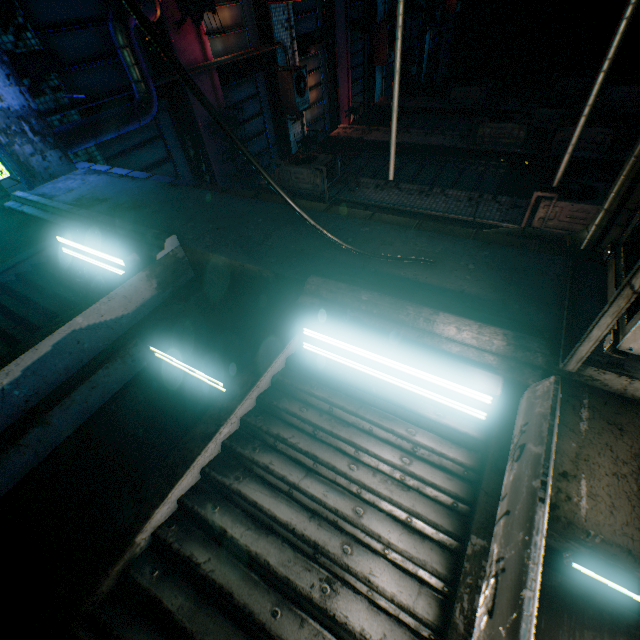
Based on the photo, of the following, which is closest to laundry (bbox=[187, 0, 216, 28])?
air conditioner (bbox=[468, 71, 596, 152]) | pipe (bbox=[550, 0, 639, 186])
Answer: pipe (bbox=[550, 0, 639, 186])

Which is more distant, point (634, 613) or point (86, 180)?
point (86, 180)

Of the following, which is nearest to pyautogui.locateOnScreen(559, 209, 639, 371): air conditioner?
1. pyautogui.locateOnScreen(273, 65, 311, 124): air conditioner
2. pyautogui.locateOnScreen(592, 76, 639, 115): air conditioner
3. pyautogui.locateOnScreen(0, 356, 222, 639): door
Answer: pyautogui.locateOnScreen(0, 356, 222, 639): door

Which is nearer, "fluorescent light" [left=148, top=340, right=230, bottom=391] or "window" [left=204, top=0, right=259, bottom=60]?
"fluorescent light" [left=148, top=340, right=230, bottom=391]

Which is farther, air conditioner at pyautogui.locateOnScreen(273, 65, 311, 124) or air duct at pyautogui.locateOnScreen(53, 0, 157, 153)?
air conditioner at pyautogui.locateOnScreen(273, 65, 311, 124)

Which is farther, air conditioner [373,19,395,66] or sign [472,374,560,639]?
air conditioner [373,19,395,66]

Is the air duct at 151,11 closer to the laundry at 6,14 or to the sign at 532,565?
the laundry at 6,14

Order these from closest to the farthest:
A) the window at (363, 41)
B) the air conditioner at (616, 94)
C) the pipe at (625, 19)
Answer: the pipe at (625, 19), the air conditioner at (616, 94), the window at (363, 41)
